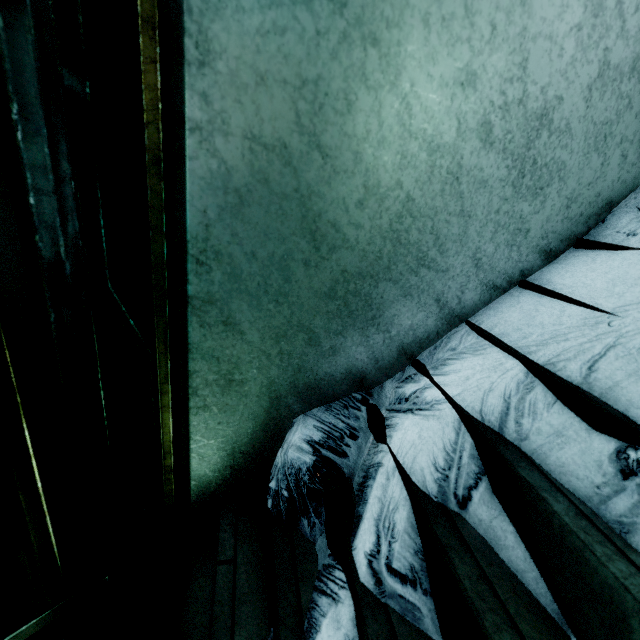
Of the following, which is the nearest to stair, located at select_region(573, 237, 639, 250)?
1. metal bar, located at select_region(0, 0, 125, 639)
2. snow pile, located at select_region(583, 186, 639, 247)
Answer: snow pile, located at select_region(583, 186, 639, 247)

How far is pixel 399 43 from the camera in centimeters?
72cm

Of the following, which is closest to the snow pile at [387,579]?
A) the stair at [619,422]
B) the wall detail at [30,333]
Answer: the stair at [619,422]

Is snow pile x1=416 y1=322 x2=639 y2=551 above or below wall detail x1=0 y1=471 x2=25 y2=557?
above

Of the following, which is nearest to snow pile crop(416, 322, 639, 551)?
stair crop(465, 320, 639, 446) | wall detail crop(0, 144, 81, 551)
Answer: stair crop(465, 320, 639, 446)

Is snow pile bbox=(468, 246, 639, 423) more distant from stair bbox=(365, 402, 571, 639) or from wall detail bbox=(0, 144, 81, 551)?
wall detail bbox=(0, 144, 81, 551)

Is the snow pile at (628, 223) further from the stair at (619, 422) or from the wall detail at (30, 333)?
the wall detail at (30, 333)

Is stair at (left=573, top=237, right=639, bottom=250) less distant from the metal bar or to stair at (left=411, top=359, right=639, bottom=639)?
stair at (left=411, top=359, right=639, bottom=639)
